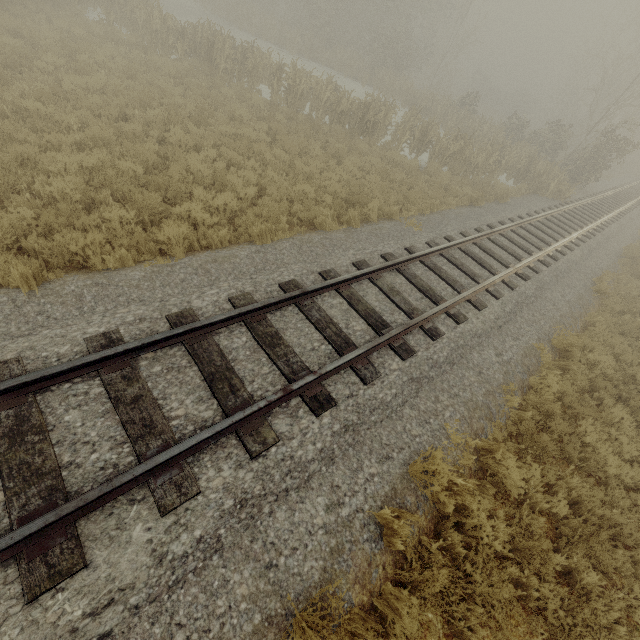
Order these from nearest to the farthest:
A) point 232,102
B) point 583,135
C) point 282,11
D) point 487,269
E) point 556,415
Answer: point 556,415 → point 487,269 → point 232,102 → point 583,135 → point 282,11
